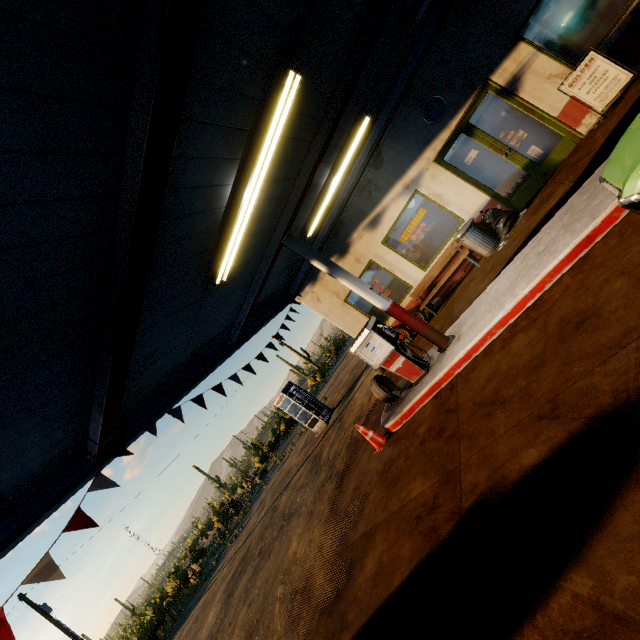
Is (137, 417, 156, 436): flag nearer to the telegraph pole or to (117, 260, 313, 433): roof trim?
(117, 260, 313, 433): roof trim

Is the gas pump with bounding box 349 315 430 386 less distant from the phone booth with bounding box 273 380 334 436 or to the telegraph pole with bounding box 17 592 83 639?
the phone booth with bounding box 273 380 334 436

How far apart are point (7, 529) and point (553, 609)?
5.73m

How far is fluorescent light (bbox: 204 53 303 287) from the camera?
3.5 meters

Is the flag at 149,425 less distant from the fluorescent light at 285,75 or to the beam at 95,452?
the beam at 95,452

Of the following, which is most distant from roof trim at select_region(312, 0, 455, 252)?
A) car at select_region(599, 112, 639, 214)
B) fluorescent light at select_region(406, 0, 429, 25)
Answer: car at select_region(599, 112, 639, 214)

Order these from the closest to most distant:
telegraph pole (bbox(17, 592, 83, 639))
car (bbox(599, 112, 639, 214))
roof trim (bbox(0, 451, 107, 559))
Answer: car (bbox(599, 112, 639, 214)) < roof trim (bbox(0, 451, 107, 559)) < telegraph pole (bbox(17, 592, 83, 639))

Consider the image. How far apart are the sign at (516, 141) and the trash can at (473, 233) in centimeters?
174cm
